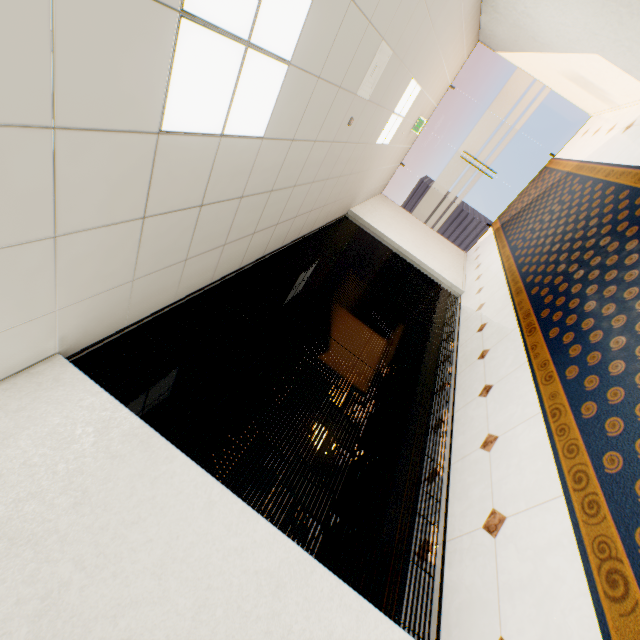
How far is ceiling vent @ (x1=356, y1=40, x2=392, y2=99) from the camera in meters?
3.2

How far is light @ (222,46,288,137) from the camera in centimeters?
188cm

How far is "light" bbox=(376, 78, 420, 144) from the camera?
4.99m

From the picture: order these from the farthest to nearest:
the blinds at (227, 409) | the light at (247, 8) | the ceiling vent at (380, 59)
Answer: the ceiling vent at (380, 59), the blinds at (227, 409), the light at (247, 8)

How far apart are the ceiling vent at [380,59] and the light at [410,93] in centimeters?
155cm

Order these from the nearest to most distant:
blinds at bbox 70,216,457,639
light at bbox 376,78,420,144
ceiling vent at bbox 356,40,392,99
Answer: blinds at bbox 70,216,457,639, ceiling vent at bbox 356,40,392,99, light at bbox 376,78,420,144

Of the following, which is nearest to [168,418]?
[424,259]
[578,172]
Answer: [424,259]
